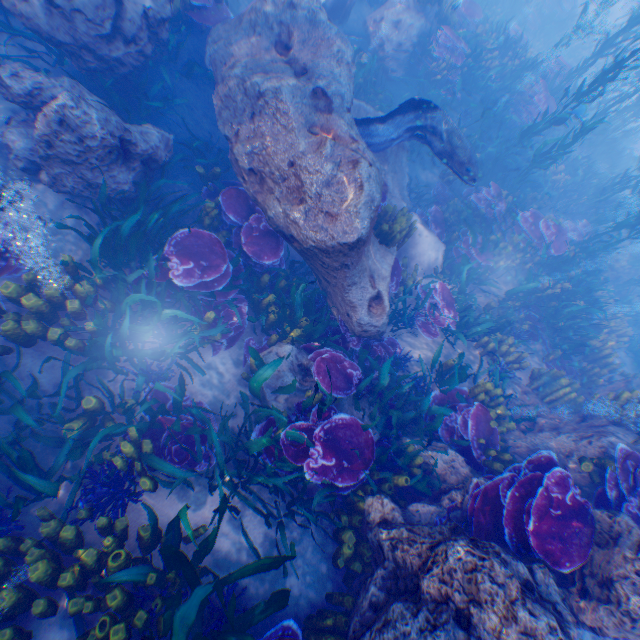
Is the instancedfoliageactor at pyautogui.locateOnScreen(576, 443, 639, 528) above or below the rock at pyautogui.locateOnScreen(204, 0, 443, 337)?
above

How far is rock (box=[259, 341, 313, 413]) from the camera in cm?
494

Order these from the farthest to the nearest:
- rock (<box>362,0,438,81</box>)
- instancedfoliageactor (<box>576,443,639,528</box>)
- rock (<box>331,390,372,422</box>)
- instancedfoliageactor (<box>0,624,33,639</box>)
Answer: rock (<box>362,0,438,81</box>) → rock (<box>331,390,372,422</box>) → instancedfoliageactor (<box>576,443,639,528</box>) → instancedfoliageactor (<box>0,624,33,639</box>)

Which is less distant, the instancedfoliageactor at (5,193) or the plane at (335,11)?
the instancedfoliageactor at (5,193)

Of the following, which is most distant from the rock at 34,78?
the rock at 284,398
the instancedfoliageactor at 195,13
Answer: the rock at 284,398

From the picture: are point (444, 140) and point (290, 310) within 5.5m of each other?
yes

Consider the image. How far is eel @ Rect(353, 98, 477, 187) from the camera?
6.6 meters

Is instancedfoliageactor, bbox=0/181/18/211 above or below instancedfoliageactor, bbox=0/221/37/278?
above
